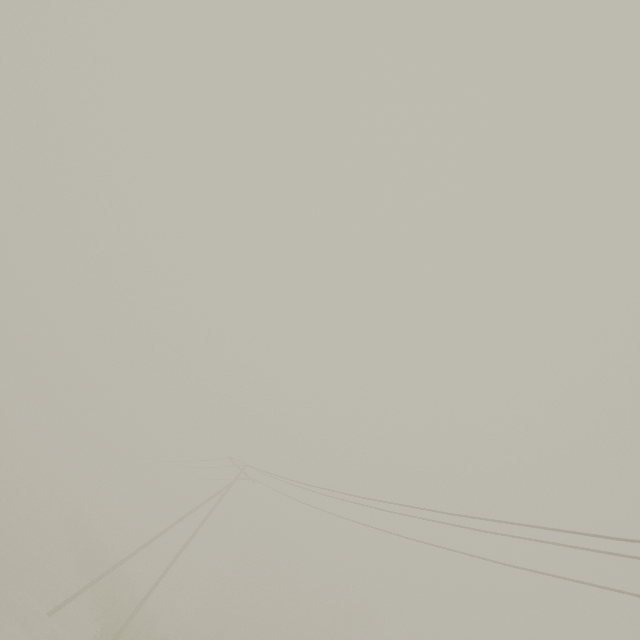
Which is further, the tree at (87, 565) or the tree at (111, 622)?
the tree at (87, 565)

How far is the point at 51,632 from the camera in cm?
1755

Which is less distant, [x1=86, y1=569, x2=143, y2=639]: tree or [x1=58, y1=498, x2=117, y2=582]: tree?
[x1=86, y1=569, x2=143, y2=639]: tree

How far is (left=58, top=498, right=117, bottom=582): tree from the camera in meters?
30.5

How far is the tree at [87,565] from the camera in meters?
30.5
